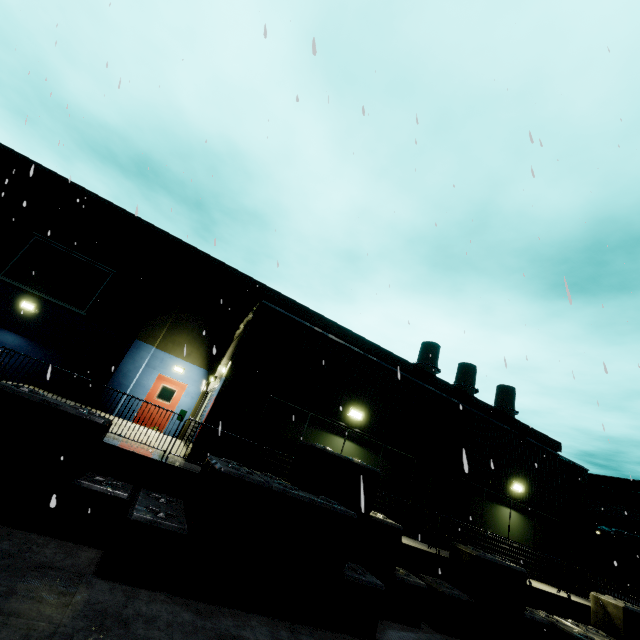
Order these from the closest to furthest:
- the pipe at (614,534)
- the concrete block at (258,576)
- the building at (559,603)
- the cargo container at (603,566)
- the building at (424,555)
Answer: the concrete block at (258,576) < the building at (424,555) < the building at (559,603) < the cargo container at (603,566) < the pipe at (614,534)

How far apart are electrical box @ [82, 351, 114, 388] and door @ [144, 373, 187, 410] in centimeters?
206cm

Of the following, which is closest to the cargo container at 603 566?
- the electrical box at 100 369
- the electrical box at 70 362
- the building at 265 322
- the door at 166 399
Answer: the building at 265 322

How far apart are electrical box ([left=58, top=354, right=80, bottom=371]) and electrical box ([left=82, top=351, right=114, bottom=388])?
0.4 meters

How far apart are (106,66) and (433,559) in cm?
1316

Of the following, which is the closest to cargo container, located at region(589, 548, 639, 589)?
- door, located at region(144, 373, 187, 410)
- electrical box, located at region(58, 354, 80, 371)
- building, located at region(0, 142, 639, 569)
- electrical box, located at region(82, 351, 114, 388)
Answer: building, located at region(0, 142, 639, 569)

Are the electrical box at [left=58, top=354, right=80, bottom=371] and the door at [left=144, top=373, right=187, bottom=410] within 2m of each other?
no

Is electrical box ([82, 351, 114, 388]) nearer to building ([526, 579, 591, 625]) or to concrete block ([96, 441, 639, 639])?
building ([526, 579, 591, 625])
